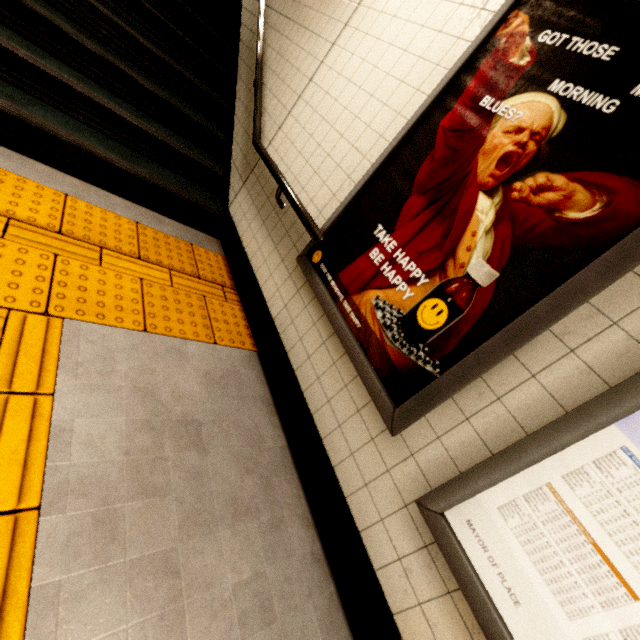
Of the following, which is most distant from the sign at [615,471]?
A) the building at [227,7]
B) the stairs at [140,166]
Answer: the building at [227,7]

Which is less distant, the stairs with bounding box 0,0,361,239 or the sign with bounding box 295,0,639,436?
the sign with bounding box 295,0,639,436

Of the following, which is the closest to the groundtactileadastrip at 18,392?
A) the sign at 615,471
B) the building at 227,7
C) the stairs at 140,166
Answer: the stairs at 140,166

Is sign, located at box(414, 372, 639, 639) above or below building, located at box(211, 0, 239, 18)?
below

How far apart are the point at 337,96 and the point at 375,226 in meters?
1.2 m

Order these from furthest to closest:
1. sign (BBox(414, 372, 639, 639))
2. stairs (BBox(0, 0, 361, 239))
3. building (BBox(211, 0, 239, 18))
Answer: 1. building (BBox(211, 0, 239, 18))
2. stairs (BBox(0, 0, 361, 239))
3. sign (BBox(414, 372, 639, 639))

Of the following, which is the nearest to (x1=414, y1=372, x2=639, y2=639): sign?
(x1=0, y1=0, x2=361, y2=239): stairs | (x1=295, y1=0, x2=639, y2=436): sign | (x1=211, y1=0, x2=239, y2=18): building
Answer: (x1=295, y1=0, x2=639, y2=436): sign

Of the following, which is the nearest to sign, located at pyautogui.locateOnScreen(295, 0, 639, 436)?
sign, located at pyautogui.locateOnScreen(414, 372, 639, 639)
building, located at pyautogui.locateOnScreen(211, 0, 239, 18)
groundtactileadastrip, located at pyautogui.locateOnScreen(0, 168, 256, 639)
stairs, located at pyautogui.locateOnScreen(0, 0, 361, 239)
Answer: sign, located at pyautogui.locateOnScreen(414, 372, 639, 639)
